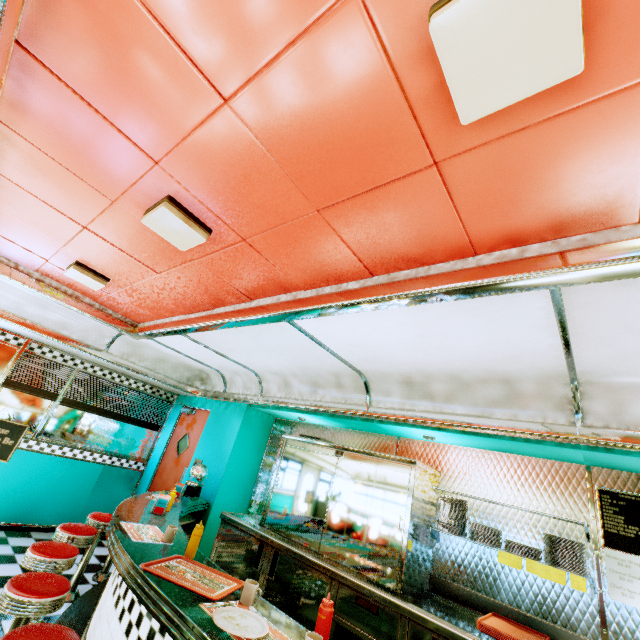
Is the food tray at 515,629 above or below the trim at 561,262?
below

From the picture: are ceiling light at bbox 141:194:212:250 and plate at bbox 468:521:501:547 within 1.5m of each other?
no

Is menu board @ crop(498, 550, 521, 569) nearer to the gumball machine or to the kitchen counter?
the kitchen counter

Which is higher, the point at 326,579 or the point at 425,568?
the point at 425,568

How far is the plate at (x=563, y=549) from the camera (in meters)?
2.67

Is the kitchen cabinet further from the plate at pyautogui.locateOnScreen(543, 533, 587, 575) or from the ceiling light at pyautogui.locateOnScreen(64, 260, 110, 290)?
the ceiling light at pyautogui.locateOnScreen(64, 260, 110, 290)

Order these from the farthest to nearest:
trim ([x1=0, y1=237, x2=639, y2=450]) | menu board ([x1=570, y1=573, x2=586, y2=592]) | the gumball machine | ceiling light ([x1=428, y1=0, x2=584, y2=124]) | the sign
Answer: the gumball machine → the sign → menu board ([x1=570, y1=573, x2=586, y2=592]) → trim ([x1=0, y1=237, x2=639, y2=450]) → ceiling light ([x1=428, y1=0, x2=584, y2=124])

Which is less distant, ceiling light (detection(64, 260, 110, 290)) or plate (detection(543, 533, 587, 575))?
plate (detection(543, 533, 587, 575))
